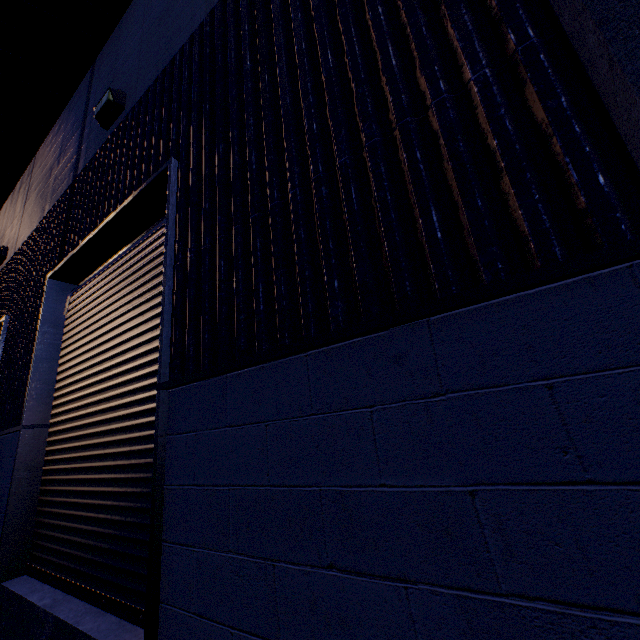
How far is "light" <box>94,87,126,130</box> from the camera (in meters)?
3.93

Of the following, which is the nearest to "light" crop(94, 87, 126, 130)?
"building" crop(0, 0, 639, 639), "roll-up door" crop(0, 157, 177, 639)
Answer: "building" crop(0, 0, 639, 639)

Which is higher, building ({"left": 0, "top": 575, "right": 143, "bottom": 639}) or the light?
the light

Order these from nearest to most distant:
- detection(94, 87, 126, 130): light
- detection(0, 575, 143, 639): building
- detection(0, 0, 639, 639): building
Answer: detection(0, 0, 639, 639): building < detection(0, 575, 143, 639): building < detection(94, 87, 126, 130): light

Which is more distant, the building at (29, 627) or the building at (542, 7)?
the building at (29, 627)

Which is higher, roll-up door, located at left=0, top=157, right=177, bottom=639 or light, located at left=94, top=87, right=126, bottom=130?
light, located at left=94, top=87, right=126, bottom=130

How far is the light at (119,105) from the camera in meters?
3.9

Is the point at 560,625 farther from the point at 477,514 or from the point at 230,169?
the point at 230,169
